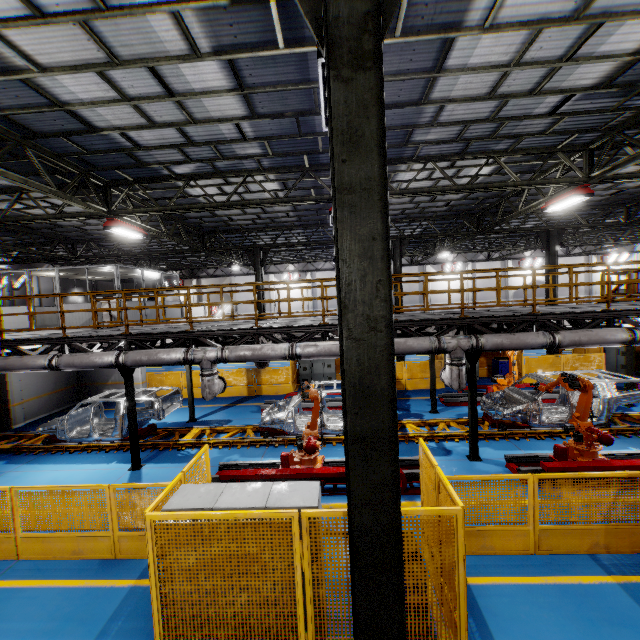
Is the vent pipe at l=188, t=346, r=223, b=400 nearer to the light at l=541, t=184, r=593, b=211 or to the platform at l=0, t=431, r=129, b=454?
the platform at l=0, t=431, r=129, b=454

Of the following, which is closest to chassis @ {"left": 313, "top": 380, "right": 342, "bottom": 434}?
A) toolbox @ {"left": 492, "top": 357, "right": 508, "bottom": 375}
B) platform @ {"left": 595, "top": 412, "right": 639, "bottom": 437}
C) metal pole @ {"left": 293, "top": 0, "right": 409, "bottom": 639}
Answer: platform @ {"left": 595, "top": 412, "right": 639, "bottom": 437}

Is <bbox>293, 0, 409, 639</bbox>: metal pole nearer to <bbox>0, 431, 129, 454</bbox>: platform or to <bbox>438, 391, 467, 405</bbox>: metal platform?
<bbox>0, 431, 129, 454</bbox>: platform

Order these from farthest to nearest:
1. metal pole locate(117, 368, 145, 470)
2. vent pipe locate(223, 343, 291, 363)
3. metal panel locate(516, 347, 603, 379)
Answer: metal panel locate(516, 347, 603, 379), metal pole locate(117, 368, 145, 470), vent pipe locate(223, 343, 291, 363)

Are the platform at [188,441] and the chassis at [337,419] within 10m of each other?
yes

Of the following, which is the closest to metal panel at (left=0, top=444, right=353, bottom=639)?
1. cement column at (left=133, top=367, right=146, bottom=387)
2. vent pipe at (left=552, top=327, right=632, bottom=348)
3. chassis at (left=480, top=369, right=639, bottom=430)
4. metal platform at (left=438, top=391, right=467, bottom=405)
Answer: cement column at (left=133, top=367, right=146, bottom=387)

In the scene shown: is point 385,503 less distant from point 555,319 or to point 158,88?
point 158,88

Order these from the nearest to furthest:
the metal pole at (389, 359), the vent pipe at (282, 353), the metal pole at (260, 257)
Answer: the metal pole at (389, 359)
the vent pipe at (282, 353)
the metal pole at (260, 257)
